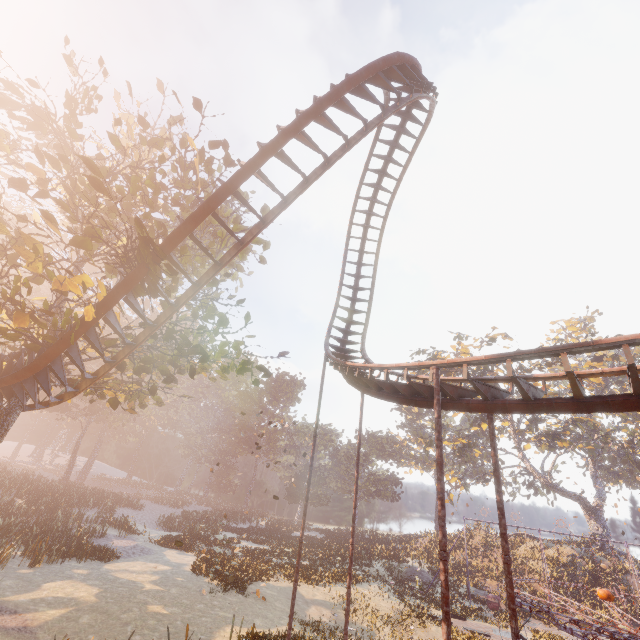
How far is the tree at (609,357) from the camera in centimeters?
4076cm

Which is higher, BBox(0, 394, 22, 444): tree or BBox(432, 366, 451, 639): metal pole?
BBox(0, 394, 22, 444): tree

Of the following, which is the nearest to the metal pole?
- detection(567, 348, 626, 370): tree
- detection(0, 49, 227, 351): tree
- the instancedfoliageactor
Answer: detection(0, 49, 227, 351): tree

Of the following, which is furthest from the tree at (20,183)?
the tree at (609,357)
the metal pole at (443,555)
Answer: the tree at (609,357)

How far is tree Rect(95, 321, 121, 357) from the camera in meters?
10.5 m

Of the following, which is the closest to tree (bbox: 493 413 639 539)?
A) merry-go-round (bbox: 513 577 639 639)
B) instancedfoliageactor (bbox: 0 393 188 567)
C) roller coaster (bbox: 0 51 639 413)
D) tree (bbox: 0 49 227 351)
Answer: instancedfoliageactor (bbox: 0 393 188 567)

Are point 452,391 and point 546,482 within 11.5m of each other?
no

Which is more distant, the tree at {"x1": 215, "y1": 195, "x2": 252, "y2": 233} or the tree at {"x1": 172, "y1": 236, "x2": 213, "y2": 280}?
the tree at {"x1": 215, "y1": 195, "x2": 252, "y2": 233}
